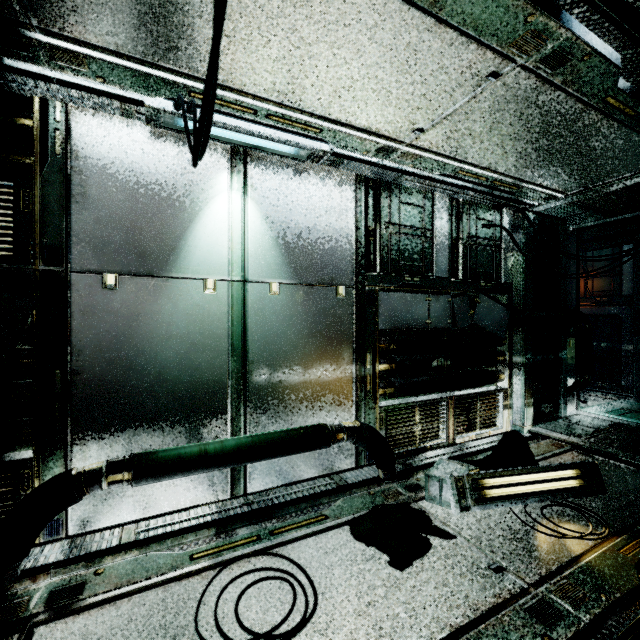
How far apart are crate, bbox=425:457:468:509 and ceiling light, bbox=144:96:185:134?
4.13m

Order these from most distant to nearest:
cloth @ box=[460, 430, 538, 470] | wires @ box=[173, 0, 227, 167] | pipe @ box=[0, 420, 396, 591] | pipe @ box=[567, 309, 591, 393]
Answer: pipe @ box=[567, 309, 591, 393], cloth @ box=[460, 430, 538, 470], pipe @ box=[0, 420, 396, 591], wires @ box=[173, 0, 227, 167]

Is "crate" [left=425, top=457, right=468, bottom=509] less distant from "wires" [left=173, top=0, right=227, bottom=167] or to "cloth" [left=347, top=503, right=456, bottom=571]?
"cloth" [left=347, top=503, right=456, bottom=571]

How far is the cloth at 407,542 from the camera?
3.0 meters

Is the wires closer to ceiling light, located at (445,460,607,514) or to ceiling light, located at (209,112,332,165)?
ceiling light, located at (209,112,332,165)

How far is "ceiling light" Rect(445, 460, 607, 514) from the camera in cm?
A: 366

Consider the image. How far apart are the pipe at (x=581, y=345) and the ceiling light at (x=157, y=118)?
6.3m

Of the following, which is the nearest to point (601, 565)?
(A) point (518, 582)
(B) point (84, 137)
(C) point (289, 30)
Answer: (A) point (518, 582)
